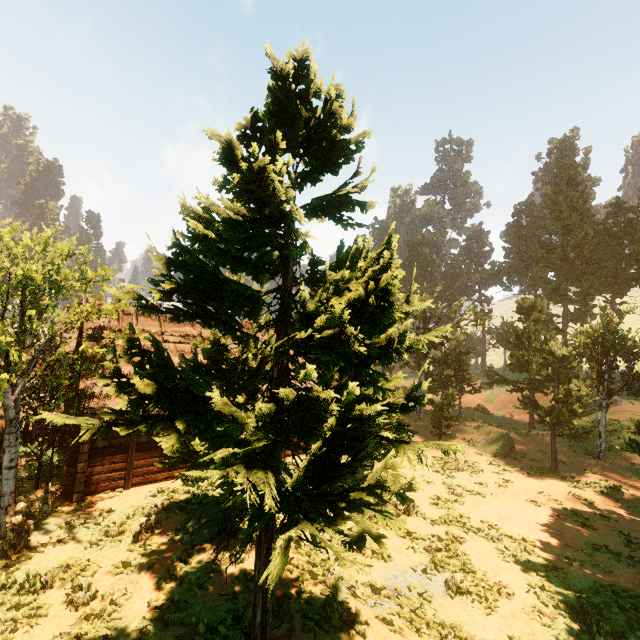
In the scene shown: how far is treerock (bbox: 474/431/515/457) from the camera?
24.3m

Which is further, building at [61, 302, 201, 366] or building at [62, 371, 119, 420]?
building at [61, 302, 201, 366]

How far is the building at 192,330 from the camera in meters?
14.9 m

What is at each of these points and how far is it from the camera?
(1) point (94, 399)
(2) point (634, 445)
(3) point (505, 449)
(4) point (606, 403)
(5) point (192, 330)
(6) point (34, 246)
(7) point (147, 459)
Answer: (1) building, 12.93m
(2) treerock, 17.59m
(3) treerock, 24.34m
(4) treerock, 24.72m
(5) building, 18.14m
(6) treerock, 38.94m
(7) building, 14.23m

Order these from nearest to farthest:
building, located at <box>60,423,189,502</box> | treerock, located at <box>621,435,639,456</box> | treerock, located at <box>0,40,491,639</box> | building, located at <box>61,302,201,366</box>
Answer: treerock, located at <box>0,40,491,639</box> < building, located at <box>60,423,189,502</box> < building, located at <box>61,302,201,366</box> < treerock, located at <box>621,435,639,456</box>

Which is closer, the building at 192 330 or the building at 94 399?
the building at 94 399

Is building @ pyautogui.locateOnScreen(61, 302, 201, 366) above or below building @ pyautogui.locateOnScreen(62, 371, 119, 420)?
above

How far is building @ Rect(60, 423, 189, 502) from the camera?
12.5 meters
